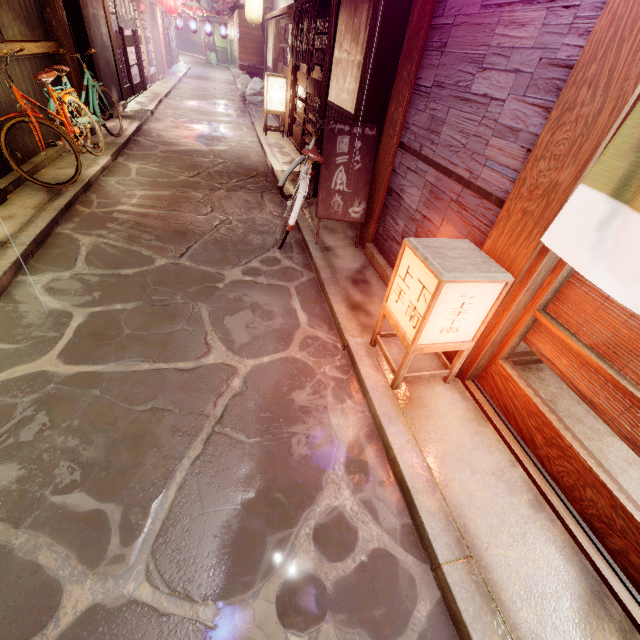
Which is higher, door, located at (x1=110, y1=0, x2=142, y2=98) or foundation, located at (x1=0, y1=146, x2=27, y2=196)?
door, located at (x1=110, y1=0, x2=142, y2=98)

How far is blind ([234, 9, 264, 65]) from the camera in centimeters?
2380cm

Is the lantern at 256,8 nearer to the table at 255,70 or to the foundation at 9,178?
the table at 255,70

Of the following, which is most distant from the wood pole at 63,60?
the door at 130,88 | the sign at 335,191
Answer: the sign at 335,191

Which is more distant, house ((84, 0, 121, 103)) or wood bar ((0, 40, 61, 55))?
house ((84, 0, 121, 103))

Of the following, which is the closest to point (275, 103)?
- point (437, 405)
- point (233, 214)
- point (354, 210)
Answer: point (233, 214)

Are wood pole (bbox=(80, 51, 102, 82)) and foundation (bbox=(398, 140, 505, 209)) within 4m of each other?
no

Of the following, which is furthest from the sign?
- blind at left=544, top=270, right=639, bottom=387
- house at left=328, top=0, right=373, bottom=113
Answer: blind at left=544, top=270, right=639, bottom=387
